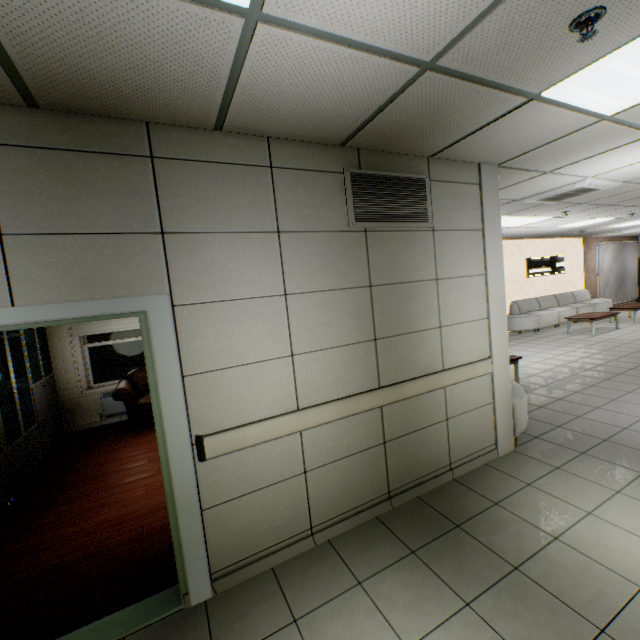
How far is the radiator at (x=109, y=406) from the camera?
6.12m

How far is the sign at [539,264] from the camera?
12.0 meters

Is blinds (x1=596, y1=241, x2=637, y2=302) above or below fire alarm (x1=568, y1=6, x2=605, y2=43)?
below

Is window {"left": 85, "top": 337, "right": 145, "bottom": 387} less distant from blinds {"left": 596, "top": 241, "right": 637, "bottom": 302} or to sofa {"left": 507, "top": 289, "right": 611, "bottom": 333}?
sofa {"left": 507, "top": 289, "right": 611, "bottom": 333}

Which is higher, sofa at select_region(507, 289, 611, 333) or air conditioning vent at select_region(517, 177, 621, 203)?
air conditioning vent at select_region(517, 177, 621, 203)

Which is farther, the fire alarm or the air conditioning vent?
the air conditioning vent

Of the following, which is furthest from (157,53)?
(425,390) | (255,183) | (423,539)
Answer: (423,539)

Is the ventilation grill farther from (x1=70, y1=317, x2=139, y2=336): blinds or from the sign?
the sign
